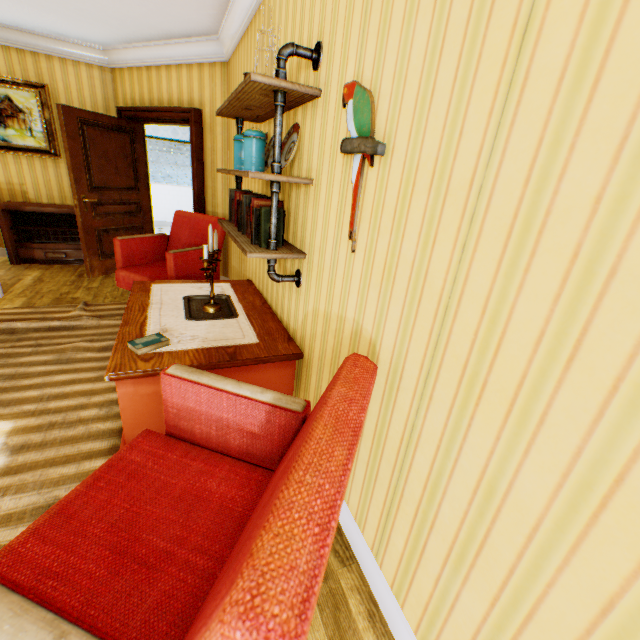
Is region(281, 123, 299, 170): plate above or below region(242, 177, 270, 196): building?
above

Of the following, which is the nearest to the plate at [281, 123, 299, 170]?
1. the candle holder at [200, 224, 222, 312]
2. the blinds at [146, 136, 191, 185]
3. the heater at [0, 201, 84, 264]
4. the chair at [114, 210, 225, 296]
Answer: the candle holder at [200, 224, 222, 312]

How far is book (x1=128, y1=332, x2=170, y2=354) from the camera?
1.89m

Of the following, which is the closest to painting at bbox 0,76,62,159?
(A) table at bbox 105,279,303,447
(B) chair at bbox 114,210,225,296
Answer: (B) chair at bbox 114,210,225,296

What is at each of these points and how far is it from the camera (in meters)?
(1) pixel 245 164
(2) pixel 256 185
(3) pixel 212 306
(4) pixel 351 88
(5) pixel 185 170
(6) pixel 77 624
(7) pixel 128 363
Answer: (1) jar, 2.12
(2) building, 3.07
(3) candle holder, 2.56
(4) artbird, 1.37
(5) blinds, 9.20
(6) chair, 0.63
(7) table, 1.79

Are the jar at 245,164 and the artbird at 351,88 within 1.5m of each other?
yes

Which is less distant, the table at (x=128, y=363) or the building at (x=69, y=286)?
the table at (x=128, y=363)

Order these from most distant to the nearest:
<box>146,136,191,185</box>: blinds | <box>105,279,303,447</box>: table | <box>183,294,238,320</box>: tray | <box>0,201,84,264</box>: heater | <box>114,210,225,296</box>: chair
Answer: <box>146,136,191,185</box>: blinds, <box>0,201,84,264</box>: heater, <box>114,210,225,296</box>: chair, <box>183,294,238,320</box>: tray, <box>105,279,303,447</box>: table
